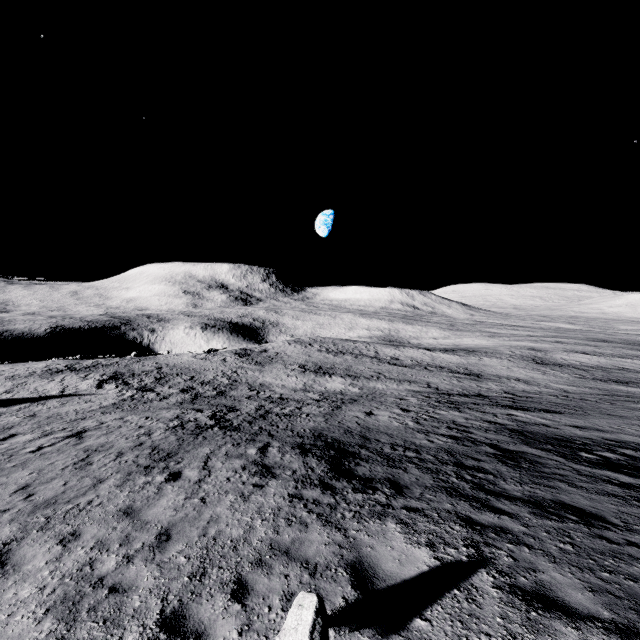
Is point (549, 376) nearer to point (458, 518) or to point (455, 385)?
point (455, 385)
